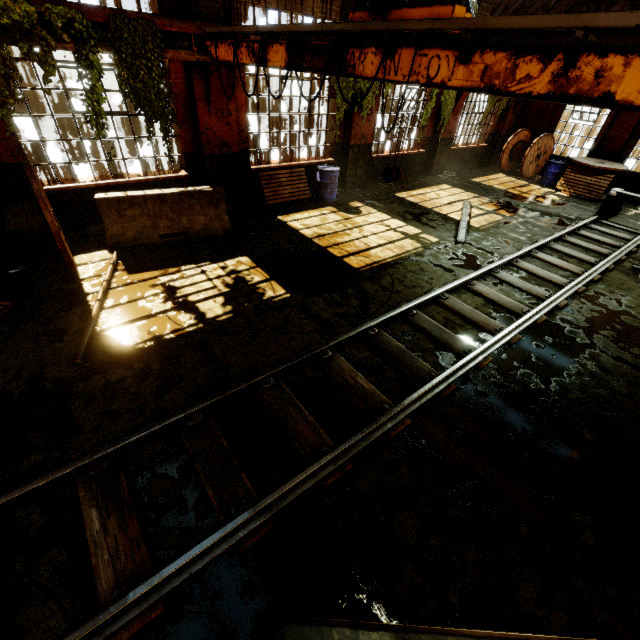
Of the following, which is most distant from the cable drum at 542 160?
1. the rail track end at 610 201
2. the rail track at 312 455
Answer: the rail track at 312 455

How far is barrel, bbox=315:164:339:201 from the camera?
10.1 meters

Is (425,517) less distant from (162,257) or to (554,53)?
(554,53)

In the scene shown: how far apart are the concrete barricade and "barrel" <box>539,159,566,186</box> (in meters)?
14.30

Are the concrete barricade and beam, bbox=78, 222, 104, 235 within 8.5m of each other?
yes

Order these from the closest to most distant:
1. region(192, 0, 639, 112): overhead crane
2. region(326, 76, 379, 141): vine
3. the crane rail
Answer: region(192, 0, 639, 112): overhead crane
region(326, 76, 379, 141): vine
the crane rail

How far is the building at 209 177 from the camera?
7.3 meters

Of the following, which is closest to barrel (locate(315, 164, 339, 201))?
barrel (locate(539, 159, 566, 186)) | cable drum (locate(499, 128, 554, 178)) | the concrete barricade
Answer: the concrete barricade
